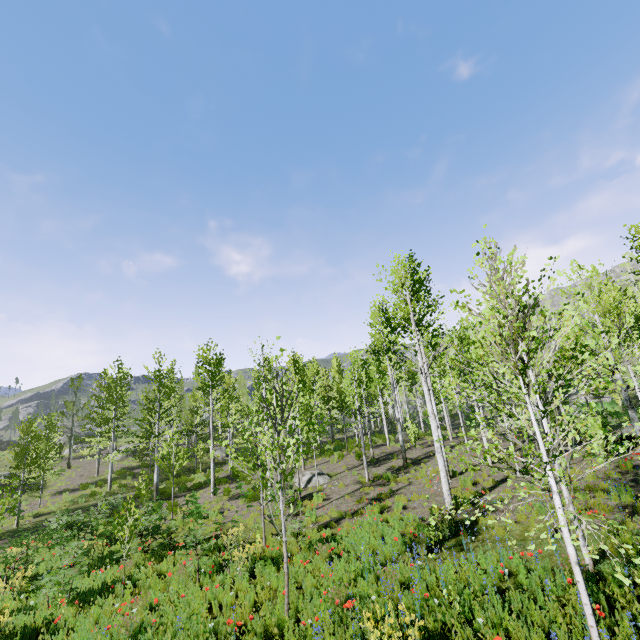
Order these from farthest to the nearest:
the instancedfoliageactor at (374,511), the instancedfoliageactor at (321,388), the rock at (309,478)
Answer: the rock at (309,478), the instancedfoliageactor at (374,511), the instancedfoliageactor at (321,388)

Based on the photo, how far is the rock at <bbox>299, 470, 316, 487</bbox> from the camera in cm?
1762

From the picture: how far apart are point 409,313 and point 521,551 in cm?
691

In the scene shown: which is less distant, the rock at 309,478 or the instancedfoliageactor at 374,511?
the instancedfoliageactor at 374,511

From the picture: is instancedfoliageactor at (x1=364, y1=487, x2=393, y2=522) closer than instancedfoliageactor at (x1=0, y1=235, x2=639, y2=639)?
No

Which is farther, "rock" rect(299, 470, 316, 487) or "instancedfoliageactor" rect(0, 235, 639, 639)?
"rock" rect(299, 470, 316, 487)

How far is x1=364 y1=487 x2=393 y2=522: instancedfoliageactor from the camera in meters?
10.4 m
